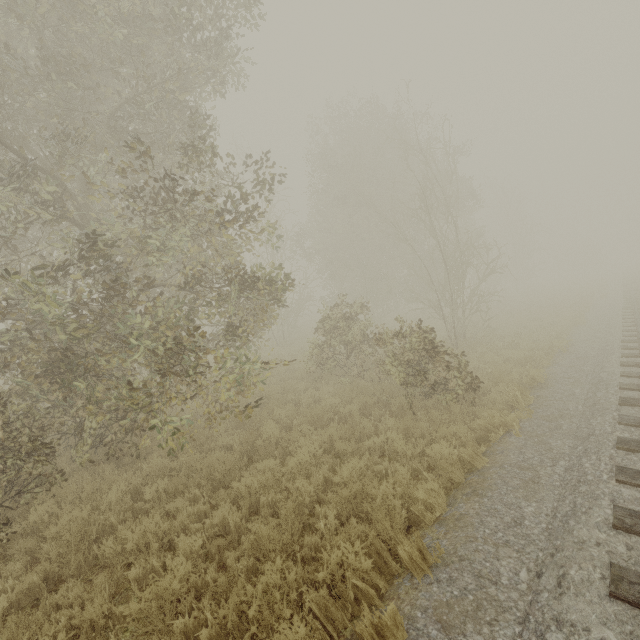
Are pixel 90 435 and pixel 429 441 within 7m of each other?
no
